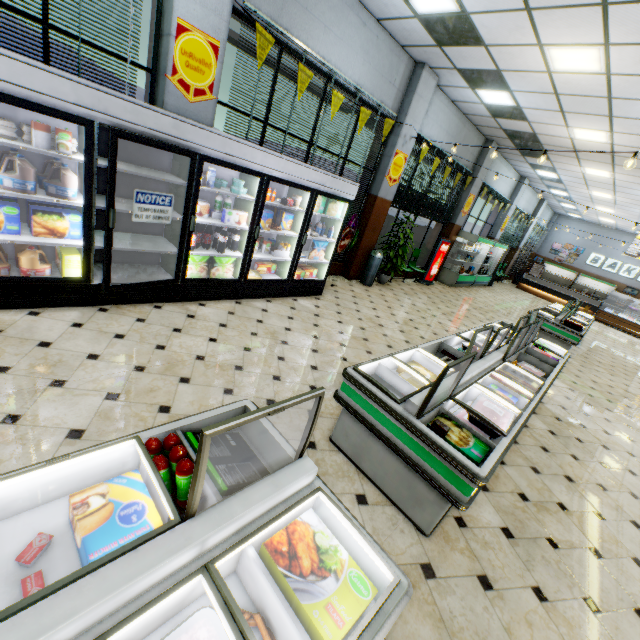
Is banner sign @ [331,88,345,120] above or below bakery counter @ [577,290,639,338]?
above

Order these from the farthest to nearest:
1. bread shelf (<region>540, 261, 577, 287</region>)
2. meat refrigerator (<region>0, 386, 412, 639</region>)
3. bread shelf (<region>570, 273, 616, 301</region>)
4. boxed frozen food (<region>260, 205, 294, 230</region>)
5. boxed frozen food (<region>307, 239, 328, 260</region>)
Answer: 1. bread shelf (<region>540, 261, 577, 287</region>)
2. bread shelf (<region>570, 273, 616, 301</region>)
3. boxed frozen food (<region>307, 239, 328, 260</region>)
4. boxed frozen food (<region>260, 205, 294, 230</region>)
5. meat refrigerator (<region>0, 386, 412, 639</region>)

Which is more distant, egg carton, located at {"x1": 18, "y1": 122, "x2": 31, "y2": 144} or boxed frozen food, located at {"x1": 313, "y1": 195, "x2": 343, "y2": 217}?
boxed frozen food, located at {"x1": 313, "y1": 195, "x2": 343, "y2": 217}

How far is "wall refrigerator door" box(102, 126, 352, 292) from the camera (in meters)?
3.21

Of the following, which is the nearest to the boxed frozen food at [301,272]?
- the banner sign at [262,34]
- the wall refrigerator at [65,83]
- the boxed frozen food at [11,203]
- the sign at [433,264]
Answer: the wall refrigerator at [65,83]

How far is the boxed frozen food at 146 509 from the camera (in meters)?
1.17

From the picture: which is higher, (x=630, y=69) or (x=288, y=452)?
(x=630, y=69)

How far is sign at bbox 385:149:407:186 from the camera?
7.7m
